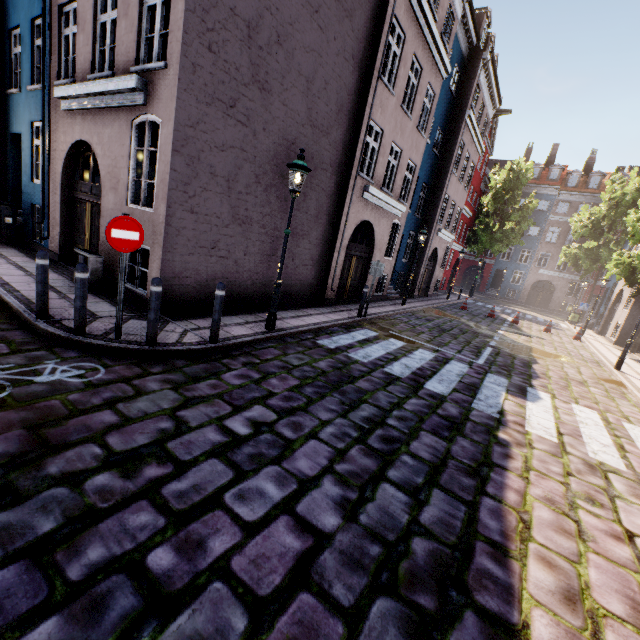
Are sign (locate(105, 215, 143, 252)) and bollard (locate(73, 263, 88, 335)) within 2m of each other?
yes

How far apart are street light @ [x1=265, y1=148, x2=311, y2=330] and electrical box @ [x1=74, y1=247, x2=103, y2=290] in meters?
4.0 m

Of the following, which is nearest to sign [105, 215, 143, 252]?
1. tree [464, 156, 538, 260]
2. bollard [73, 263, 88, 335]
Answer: bollard [73, 263, 88, 335]

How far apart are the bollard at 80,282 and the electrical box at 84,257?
2.84m

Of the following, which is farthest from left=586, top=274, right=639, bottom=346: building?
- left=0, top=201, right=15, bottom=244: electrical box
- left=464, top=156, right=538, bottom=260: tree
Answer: left=464, top=156, right=538, bottom=260: tree

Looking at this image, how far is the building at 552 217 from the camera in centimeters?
3669cm

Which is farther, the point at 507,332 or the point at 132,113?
the point at 507,332

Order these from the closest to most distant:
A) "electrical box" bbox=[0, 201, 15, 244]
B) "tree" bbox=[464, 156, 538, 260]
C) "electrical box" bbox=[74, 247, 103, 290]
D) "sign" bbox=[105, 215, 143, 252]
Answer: "sign" bbox=[105, 215, 143, 252], "electrical box" bbox=[74, 247, 103, 290], "electrical box" bbox=[0, 201, 15, 244], "tree" bbox=[464, 156, 538, 260]
